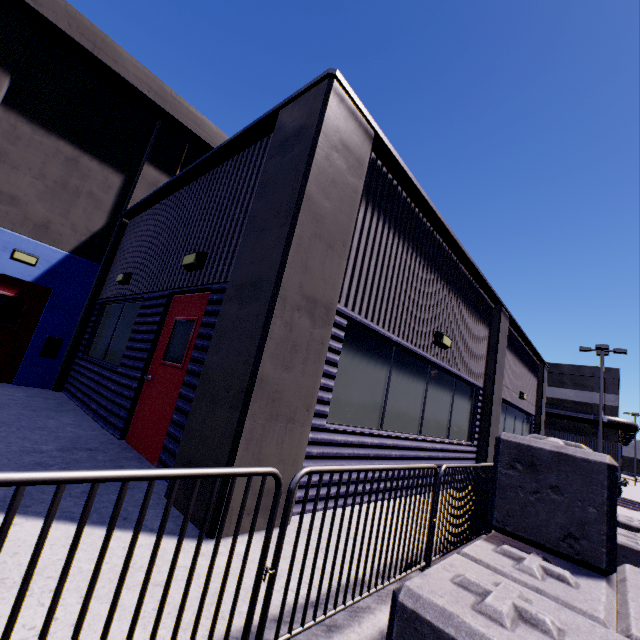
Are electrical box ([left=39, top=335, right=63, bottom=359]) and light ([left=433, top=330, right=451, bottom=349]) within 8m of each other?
no

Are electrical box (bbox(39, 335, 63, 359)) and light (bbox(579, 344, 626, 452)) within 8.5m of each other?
no

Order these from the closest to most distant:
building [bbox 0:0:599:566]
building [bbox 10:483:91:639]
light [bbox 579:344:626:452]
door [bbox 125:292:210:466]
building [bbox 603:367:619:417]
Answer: building [bbox 10:483:91:639] → building [bbox 0:0:599:566] → door [bbox 125:292:210:466] → light [bbox 579:344:626:452] → building [bbox 603:367:619:417]

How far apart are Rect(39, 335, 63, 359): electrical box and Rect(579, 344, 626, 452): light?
28.1 meters

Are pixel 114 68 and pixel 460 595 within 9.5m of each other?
no

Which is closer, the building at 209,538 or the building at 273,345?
the building at 209,538

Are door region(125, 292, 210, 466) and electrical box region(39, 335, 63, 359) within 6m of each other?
yes

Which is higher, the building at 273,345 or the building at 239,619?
the building at 273,345
